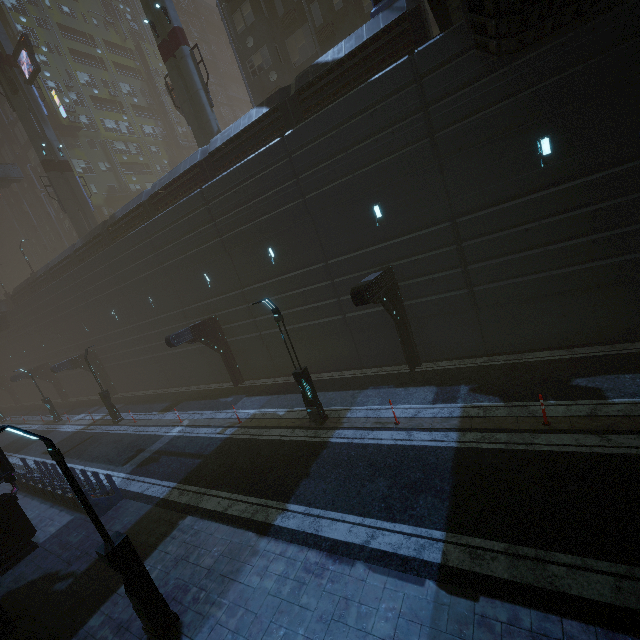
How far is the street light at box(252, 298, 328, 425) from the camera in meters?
12.1

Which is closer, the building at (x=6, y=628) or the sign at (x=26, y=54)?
the building at (x=6, y=628)

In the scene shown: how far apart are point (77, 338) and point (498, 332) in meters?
36.8

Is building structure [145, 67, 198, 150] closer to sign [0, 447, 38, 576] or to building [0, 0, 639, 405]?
building [0, 0, 639, 405]

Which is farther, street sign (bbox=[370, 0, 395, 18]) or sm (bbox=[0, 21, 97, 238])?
sm (bbox=[0, 21, 97, 238])

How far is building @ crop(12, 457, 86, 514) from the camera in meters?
13.2 m

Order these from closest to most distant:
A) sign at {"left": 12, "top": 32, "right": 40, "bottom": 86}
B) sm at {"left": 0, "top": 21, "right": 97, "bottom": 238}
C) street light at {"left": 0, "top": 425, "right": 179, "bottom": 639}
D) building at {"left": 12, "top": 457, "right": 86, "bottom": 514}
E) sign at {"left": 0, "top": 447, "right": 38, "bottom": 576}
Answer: street light at {"left": 0, "top": 425, "right": 179, "bottom": 639}, sign at {"left": 0, "top": 447, "right": 38, "bottom": 576}, building at {"left": 12, "top": 457, "right": 86, "bottom": 514}, sign at {"left": 12, "top": 32, "right": 40, "bottom": 86}, sm at {"left": 0, "top": 21, "right": 97, "bottom": 238}

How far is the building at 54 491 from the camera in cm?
1316
